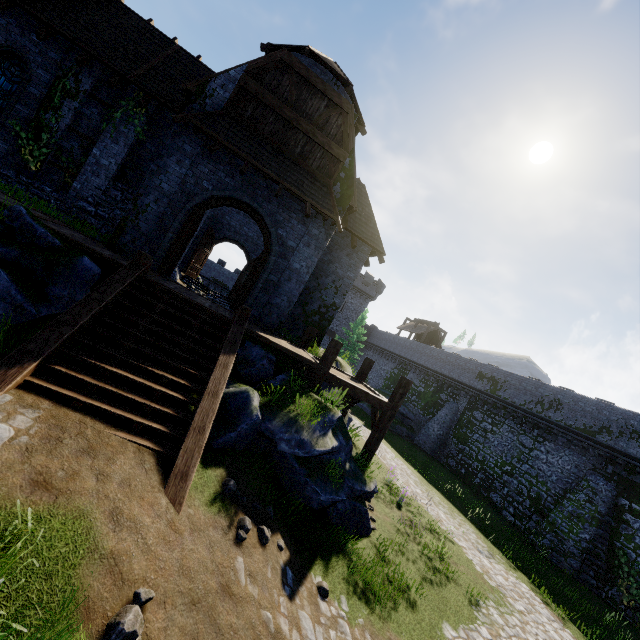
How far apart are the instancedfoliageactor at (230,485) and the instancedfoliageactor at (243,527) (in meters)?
0.34

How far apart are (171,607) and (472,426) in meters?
30.8 m

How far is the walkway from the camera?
10.19m

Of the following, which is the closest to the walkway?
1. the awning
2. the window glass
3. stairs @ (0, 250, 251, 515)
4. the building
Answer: the building

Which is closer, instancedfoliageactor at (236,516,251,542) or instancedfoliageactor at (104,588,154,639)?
instancedfoliageactor at (104,588,154,639)

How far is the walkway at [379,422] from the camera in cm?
1019

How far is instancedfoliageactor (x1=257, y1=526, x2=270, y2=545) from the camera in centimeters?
601cm

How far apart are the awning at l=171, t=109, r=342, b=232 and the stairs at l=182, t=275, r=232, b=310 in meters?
11.1 m
